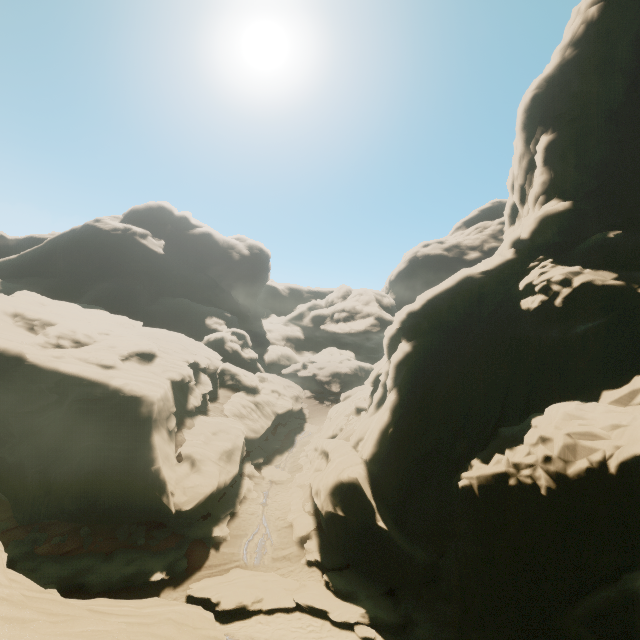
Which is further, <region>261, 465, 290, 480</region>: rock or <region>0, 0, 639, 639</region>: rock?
<region>261, 465, 290, 480</region>: rock

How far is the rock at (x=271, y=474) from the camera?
29.89m

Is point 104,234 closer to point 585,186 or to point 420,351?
point 420,351

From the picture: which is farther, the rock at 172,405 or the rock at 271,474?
the rock at 271,474

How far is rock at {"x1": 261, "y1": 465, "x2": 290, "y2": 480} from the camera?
29.89m
